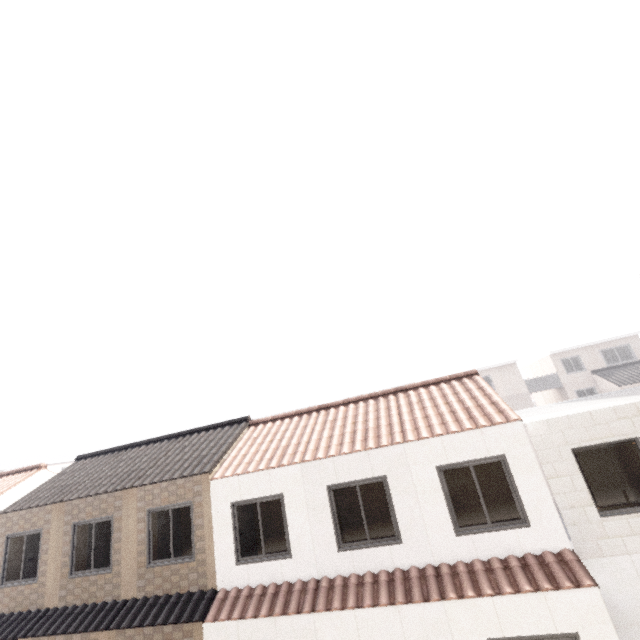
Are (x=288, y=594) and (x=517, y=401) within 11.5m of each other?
no
